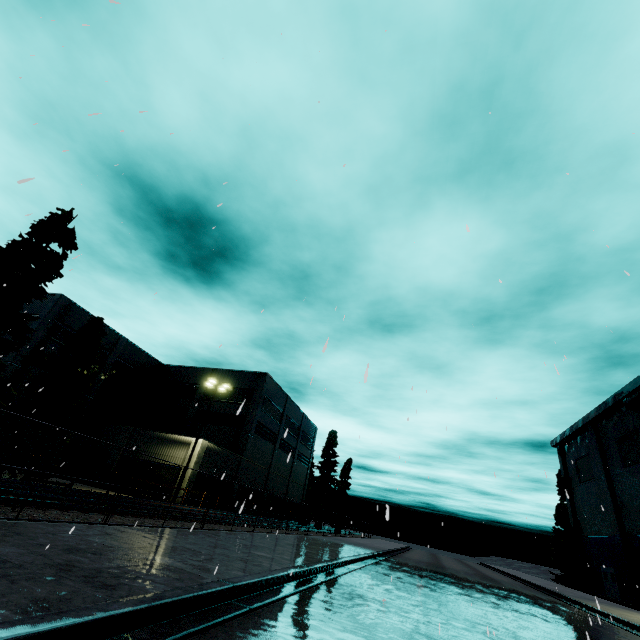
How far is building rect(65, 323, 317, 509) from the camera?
30.3 meters

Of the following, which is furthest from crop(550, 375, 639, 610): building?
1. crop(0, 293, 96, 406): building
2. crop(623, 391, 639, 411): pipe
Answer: crop(0, 293, 96, 406): building

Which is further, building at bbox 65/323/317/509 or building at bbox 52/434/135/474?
building at bbox 65/323/317/509

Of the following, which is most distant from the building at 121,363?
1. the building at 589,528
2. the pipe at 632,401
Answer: the building at 589,528

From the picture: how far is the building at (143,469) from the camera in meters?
27.2 m

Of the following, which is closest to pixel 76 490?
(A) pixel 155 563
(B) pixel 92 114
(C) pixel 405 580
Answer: (A) pixel 155 563
